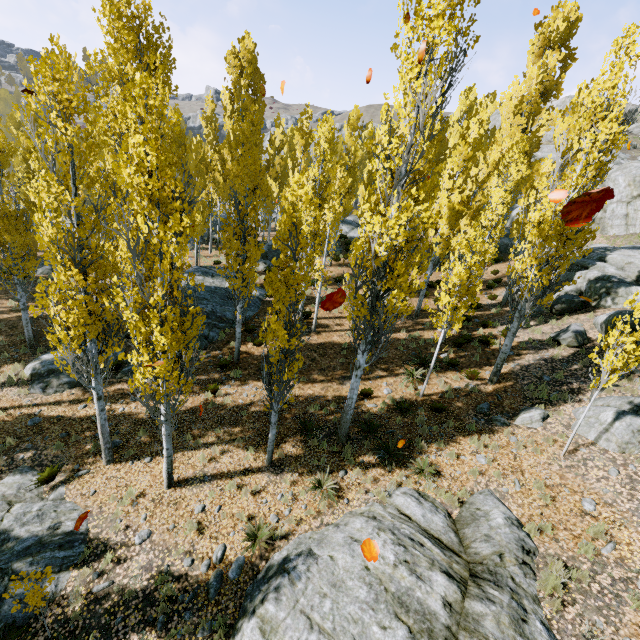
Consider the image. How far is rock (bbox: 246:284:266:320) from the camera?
18.1m

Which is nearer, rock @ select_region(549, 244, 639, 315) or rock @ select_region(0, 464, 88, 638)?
rock @ select_region(0, 464, 88, 638)

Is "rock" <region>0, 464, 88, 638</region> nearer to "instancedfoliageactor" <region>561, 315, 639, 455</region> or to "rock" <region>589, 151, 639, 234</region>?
"instancedfoliageactor" <region>561, 315, 639, 455</region>

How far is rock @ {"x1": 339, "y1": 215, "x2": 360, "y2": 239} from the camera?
30.16m

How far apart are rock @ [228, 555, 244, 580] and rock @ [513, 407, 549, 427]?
9.43m

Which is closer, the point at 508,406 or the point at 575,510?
the point at 575,510

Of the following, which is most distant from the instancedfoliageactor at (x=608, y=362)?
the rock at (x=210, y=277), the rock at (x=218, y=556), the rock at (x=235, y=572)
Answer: the rock at (x=235, y=572)

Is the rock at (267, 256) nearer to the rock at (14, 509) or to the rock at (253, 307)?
the rock at (14, 509)
